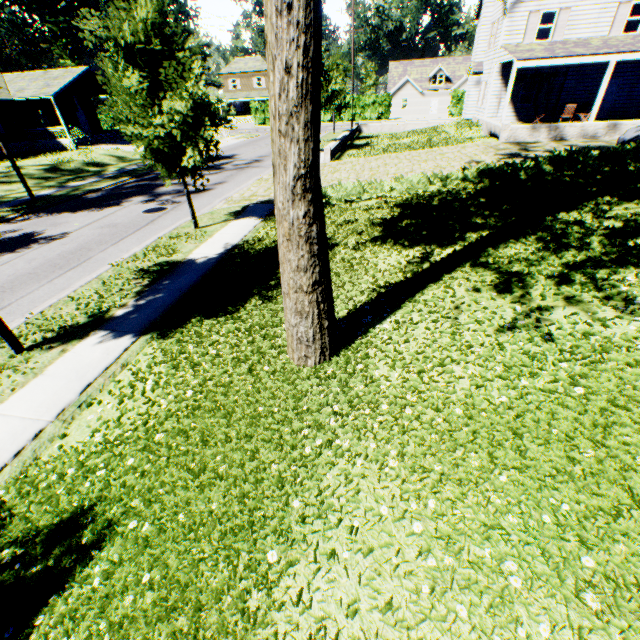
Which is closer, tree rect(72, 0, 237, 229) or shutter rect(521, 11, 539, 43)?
tree rect(72, 0, 237, 229)

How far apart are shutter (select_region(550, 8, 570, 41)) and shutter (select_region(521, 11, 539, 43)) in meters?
1.0

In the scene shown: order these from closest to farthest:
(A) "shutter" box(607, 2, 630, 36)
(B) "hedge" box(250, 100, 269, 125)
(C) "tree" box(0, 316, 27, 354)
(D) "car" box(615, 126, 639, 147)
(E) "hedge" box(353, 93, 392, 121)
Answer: (C) "tree" box(0, 316, 27, 354), (D) "car" box(615, 126, 639, 147), (A) "shutter" box(607, 2, 630, 36), (E) "hedge" box(353, 93, 392, 121), (B) "hedge" box(250, 100, 269, 125)

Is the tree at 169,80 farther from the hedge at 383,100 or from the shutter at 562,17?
the hedge at 383,100

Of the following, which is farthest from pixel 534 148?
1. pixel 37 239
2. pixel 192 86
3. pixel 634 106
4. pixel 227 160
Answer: pixel 37 239

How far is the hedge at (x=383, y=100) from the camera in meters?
48.1

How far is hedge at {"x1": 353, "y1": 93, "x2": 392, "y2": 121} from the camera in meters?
48.1 m
